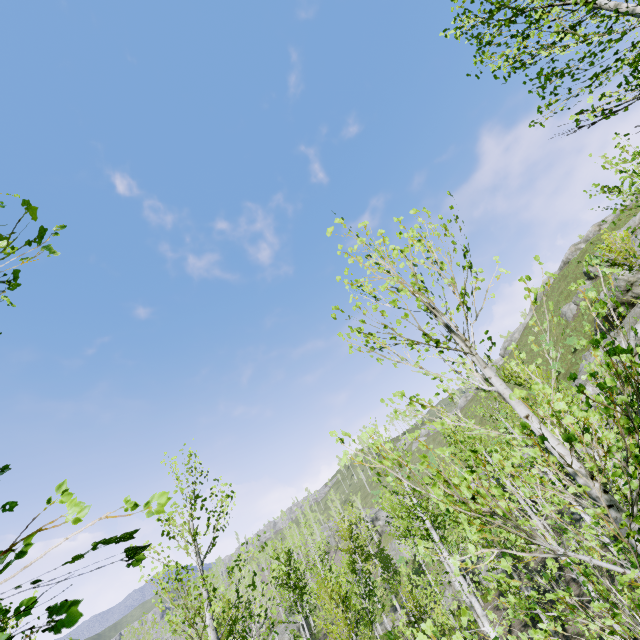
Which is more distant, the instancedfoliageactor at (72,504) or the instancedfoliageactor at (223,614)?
the instancedfoliageactor at (223,614)

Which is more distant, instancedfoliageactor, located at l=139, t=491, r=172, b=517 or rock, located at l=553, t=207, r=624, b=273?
rock, located at l=553, t=207, r=624, b=273

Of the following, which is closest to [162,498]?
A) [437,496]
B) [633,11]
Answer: [437,496]

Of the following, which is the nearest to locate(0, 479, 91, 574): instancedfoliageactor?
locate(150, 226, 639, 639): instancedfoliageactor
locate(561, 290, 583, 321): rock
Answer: locate(150, 226, 639, 639): instancedfoliageactor

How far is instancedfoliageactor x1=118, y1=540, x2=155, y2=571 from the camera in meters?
1.0

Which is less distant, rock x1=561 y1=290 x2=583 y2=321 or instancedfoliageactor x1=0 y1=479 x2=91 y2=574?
instancedfoliageactor x1=0 y1=479 x2=91 y2=574

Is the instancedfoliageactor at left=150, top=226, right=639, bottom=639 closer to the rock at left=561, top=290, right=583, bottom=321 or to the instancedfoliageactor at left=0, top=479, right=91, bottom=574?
the instancedfoliageactor at left=0, top=479, right=91, bottom=574

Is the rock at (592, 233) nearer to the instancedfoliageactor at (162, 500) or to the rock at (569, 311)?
the rock at (569, 311)
